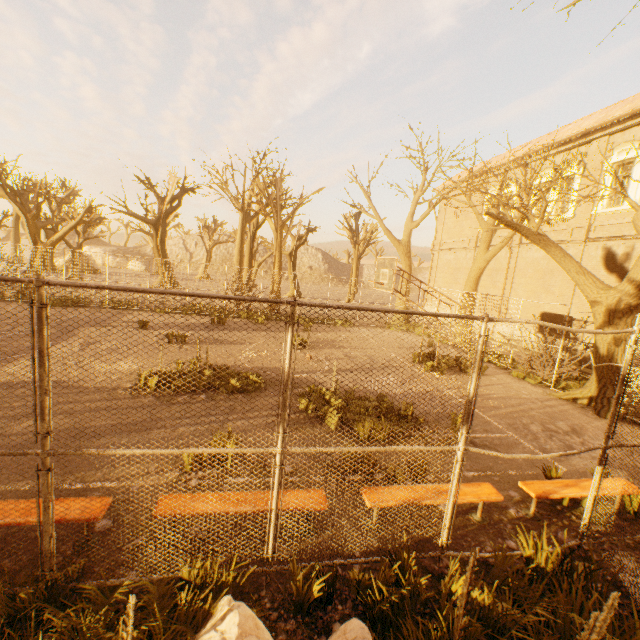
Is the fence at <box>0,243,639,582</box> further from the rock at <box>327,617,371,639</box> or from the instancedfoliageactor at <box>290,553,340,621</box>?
the rock at <box>327,617,371,639</box>

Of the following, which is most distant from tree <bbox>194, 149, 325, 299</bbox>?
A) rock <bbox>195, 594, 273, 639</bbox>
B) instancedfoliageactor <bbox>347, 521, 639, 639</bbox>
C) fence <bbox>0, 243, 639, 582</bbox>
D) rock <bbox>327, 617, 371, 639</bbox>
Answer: rock <bbox>195, 594, 273, 639</bbox>

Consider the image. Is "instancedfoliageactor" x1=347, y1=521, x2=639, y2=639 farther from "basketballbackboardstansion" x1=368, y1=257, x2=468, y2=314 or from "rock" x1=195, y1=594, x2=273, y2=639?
"basketballbackboardstansion" x1=368, y1=257, x2=468, y2=314

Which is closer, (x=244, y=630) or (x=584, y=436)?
(x=244, y=630)

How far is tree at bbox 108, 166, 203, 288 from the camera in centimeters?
2675cm

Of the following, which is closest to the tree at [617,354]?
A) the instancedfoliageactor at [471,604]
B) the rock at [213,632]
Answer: the instancedfoliageactor at [471,604]

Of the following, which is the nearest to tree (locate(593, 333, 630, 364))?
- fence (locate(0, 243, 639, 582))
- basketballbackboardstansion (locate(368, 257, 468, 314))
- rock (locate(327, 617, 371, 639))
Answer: fence (locate(0, 243, 639, 582))

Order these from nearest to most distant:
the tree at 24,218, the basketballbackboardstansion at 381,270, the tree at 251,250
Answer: the basketballbackboardstansion at 381,270, the tree at 24,218, the tree at 251,250
